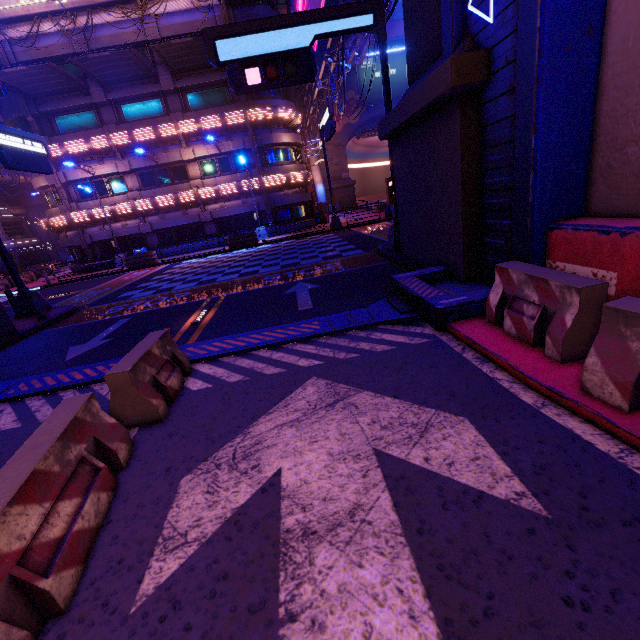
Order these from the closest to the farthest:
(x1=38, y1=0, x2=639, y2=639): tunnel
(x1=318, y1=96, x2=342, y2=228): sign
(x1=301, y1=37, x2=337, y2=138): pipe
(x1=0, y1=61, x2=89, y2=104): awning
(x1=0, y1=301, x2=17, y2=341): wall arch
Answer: (x1=38, y1=0, x2=639, y2=639): tunnel → (x1=0, y1=301, x2=17, y2=341): wall arch → (x1=318, y1=96, x2=342, y2=228): sign → (x1=0, y1=61, x2=89, y2=104): awning → (x1=301, y1=37, x2=337, y2=138): pipe

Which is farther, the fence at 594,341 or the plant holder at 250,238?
the plant holder at 250,238

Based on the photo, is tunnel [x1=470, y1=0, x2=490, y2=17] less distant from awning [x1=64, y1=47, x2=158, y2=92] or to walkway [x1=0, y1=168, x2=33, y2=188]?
awning [x1=64, y1=47, x2=158, y2=92]

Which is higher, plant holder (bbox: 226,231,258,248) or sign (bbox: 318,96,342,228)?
sign (bbox: 318,96,342,228)

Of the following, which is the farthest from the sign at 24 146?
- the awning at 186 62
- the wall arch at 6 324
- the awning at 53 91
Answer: the awning at 53 91

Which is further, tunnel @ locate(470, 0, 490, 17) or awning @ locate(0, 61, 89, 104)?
awning @ locate(0, 61, 89, 104)

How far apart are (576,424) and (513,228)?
3.3 meters

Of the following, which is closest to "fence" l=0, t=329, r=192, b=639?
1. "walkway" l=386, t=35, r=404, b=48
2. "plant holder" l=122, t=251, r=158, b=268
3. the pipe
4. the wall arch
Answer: the wall arch
